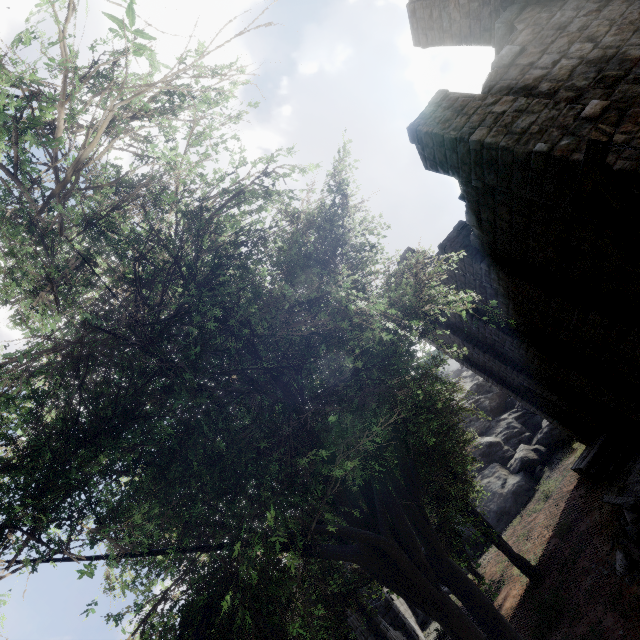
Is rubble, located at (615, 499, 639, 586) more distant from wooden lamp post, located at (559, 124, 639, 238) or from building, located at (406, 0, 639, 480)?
wooden lamp post, located at (559, 124, 639, 238)

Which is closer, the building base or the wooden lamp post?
the wooden lamp post

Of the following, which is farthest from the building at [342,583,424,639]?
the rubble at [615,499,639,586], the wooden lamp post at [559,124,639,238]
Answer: the rubble at [615,499,639,586]

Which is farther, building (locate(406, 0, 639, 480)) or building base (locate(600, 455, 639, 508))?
building base (locate(600, 455, 639, 508))

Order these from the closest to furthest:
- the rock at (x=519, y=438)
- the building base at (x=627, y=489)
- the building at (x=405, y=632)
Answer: the building base at (x=627, y=489), the building at (x=405, y=632), the rock at (x=519, y=438)

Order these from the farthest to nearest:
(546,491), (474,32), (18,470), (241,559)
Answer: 1. (546,491)
2. (474,32)
3. (241,559)
4. (18,470)

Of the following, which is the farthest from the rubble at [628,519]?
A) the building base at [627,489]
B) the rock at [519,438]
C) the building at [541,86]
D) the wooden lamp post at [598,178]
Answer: the rock at [519,438]
